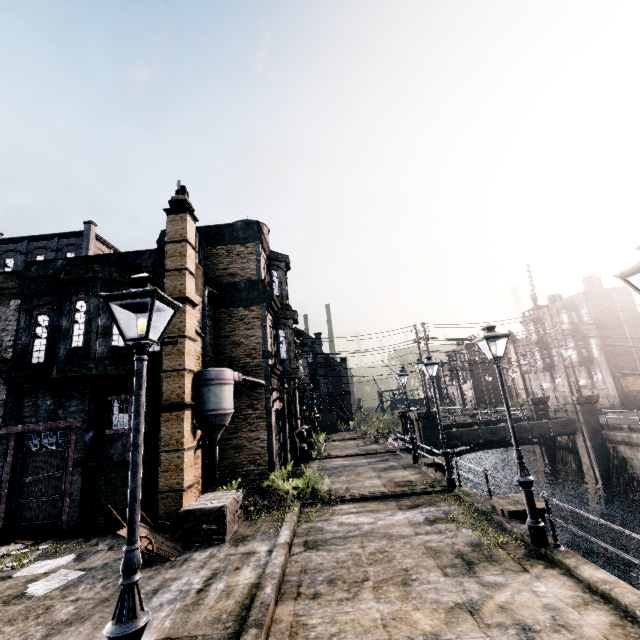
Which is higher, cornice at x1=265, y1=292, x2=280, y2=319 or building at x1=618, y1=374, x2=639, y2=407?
cornice at x1=265, y1=292, x2=280, y2=319

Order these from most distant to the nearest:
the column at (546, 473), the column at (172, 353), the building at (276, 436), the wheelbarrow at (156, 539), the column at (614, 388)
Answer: the column at (614, 388), the column at (546, 473), the building at (276, 436), the column at (172, 353), the wheelbarrow at (156, 539)

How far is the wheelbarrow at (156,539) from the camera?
9.4m

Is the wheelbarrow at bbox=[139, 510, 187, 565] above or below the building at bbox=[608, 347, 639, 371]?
below

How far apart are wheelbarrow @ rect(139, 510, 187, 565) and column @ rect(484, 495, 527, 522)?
10.1 meters

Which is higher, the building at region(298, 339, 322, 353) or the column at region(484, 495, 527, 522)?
the building at region(298, 339, 322, 353)

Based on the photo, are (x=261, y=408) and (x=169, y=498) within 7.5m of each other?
yes

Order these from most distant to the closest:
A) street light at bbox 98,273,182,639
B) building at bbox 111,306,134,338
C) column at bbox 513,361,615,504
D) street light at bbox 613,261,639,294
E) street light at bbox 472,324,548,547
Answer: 1. column at bbox 513,361,615,504
2. building at bbox 111,306,134,338
3. street light at bbox 472,324,548,547
4. street light at bbox 613,261,639,294
5. street light at bbox 98,273,182,639
